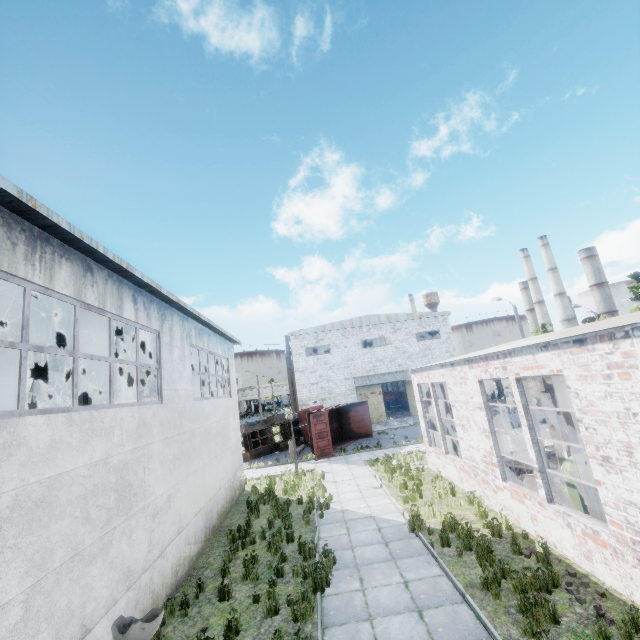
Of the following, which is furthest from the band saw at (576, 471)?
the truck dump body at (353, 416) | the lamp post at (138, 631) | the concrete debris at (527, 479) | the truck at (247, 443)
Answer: the truck at (247, 443)

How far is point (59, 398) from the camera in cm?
1777

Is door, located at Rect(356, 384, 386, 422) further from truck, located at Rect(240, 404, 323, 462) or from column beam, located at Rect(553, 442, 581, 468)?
column beam, located at Rect(553, 442, 581, 468)

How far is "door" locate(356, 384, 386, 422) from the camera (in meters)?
33.81

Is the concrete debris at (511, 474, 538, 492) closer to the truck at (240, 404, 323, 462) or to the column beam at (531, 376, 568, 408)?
the column beam at (531, 376, 568, 408)

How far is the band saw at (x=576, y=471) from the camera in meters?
7.9 m

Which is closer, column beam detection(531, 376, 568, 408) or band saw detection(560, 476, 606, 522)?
band saw detection(560, 476, 606, 522)

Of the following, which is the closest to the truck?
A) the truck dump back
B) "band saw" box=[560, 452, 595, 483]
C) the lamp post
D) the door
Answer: the truck dump back
